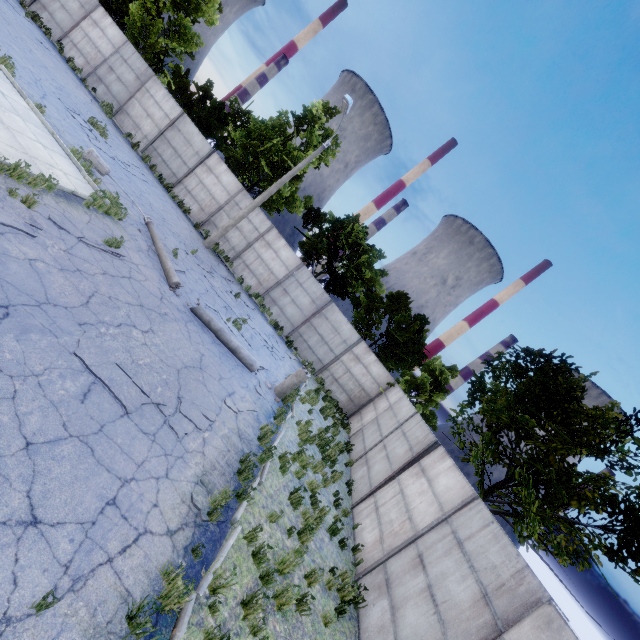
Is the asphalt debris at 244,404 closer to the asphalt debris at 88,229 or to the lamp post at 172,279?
the lamp post at 172,279

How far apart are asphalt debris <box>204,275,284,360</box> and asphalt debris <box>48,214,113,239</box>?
6.15m

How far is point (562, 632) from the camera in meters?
4.4

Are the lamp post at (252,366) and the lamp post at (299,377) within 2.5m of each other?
yes

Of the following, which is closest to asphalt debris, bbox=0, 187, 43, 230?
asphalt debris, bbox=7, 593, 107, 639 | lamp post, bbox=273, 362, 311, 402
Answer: asphalt debris, bbox=7, 593, 107, 639

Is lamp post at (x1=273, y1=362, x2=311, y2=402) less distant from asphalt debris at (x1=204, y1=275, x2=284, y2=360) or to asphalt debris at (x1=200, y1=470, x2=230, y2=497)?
asphalt debris at (x1=204, y1=275, x2=284, y2=360)

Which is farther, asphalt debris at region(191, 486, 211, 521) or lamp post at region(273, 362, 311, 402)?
lamp post at region(273, 362, 311, 402)

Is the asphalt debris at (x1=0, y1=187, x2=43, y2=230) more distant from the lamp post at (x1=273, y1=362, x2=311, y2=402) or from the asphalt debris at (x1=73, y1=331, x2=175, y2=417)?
the lamp post at (x1=273, y1=362, x2=311, y2=402)
